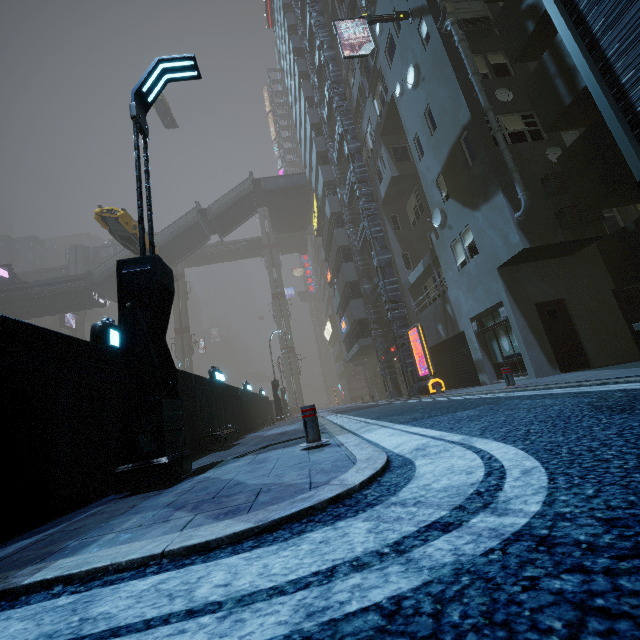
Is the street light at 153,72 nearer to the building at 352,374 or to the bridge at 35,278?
the building at 352,374

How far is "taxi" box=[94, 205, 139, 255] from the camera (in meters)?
16.83

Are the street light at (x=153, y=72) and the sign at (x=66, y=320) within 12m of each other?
no

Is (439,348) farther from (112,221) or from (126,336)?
(112,221)

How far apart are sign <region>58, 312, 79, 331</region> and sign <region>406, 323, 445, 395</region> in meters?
49.3 m

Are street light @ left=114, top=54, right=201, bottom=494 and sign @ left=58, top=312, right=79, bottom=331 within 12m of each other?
no

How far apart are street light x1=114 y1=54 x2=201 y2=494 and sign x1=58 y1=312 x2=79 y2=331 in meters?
51.3

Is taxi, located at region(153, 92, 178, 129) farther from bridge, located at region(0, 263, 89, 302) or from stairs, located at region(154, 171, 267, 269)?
bridge, located at region(0, 263, 89, 302)
